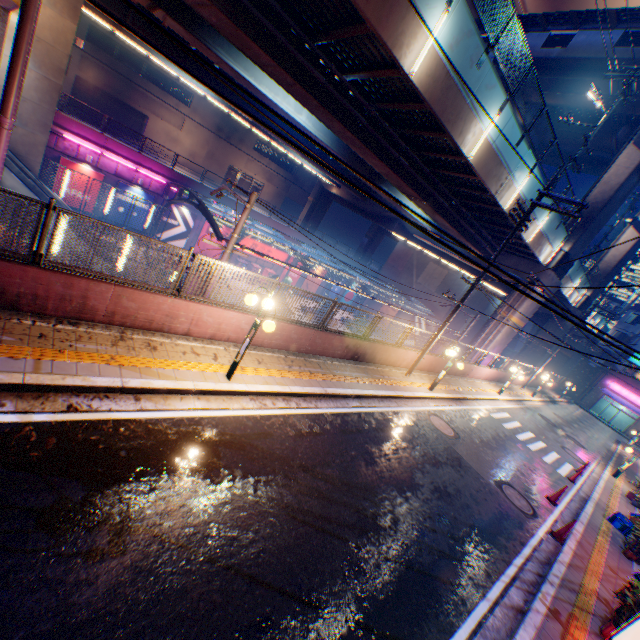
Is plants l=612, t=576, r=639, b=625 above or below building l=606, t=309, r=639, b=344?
below

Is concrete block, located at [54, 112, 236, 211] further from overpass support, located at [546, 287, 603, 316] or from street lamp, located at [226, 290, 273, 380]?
street lamp, located at [226, 290, 273, 380]

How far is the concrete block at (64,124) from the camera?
21.7 meters

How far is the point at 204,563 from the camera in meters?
4.3

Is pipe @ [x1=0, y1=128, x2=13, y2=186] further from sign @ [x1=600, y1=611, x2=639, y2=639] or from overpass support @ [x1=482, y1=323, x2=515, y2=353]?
sign @ [x1=600, y1=611, x2=639, y2=639]

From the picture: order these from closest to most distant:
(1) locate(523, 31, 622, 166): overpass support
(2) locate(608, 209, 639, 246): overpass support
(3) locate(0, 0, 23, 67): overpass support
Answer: (3) locate(0, 0, 23, 67): overpass support, (1) locate(523, 31, 622, 166): overpass support, (2) locate(608, 209, 639, 246): overpass support

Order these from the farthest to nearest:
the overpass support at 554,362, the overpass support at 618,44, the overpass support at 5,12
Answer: the overpass support at 554,362 → the overpass support at 618,44 → the overpass support at 5,12

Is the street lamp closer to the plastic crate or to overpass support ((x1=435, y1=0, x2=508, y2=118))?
overpass support ((x1=435, y1=0, x2=508, y2=118))
